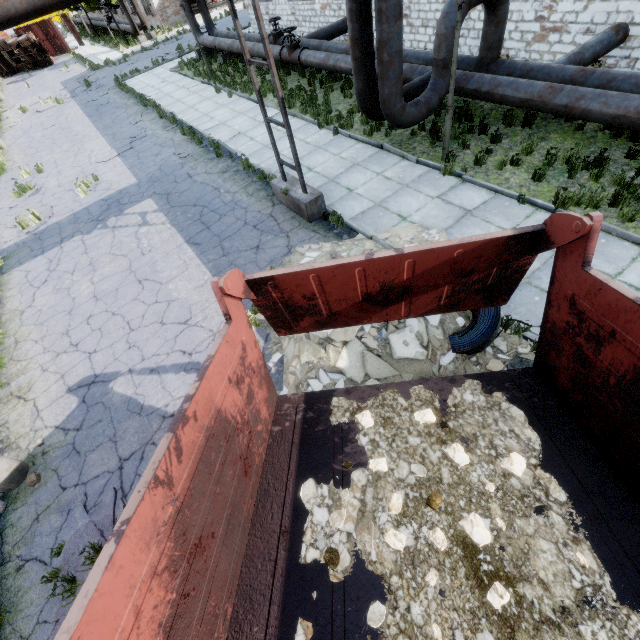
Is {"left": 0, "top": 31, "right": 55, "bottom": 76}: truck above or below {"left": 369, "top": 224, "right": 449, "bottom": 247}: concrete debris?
above

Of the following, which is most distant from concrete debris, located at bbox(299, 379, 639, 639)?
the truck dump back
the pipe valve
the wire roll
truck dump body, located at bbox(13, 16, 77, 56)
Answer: truck dump body, located at bbox(13, 16, 77, 56)

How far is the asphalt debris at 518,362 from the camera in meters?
4.9 m

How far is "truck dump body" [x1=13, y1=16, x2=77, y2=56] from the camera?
37.4 meters

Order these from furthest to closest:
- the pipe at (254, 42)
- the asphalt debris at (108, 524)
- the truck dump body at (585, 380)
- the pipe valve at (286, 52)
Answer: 1. the pipe at (254, 42)
2. the pipe valve at (286, 52)
3. the asphalt debris at (108, 524)
4. the truck dump body at (585, 380)

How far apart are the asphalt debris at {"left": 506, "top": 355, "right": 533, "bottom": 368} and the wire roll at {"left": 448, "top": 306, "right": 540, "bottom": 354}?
0.4 meters

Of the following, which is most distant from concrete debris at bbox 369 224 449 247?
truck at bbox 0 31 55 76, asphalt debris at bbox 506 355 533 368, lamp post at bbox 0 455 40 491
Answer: truck at bbox 0 31 55 76

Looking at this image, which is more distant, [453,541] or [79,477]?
[79,477]
